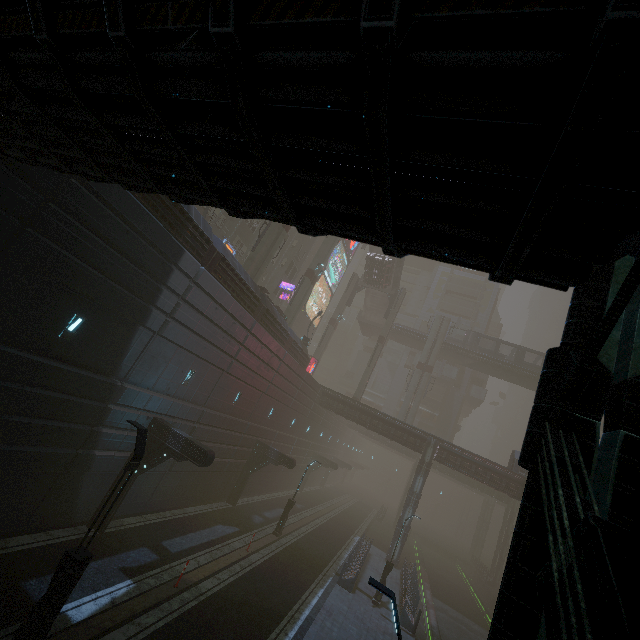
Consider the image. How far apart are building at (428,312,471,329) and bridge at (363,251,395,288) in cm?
1754

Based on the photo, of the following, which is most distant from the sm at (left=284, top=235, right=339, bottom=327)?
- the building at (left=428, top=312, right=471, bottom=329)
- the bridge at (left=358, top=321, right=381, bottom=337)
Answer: the building at (left=428, top=312, right=471, bottom=329)

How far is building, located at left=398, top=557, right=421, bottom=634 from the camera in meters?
18.8

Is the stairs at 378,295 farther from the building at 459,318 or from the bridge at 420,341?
the building at 459,318

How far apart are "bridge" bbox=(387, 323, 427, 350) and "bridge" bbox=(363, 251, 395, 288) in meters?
7.8 m

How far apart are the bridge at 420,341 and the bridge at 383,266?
7.78m

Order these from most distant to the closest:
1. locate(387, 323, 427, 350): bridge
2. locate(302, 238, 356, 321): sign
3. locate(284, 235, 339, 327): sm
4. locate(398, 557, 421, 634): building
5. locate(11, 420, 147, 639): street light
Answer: locate(302, 238, 356, 321): sign → locate(387, 323, 427, 350): bridge → locate(284, 235, 339, 327): sm → locate(398, 557, 421, 634): building → locate(11, 420, 147, 639): street light

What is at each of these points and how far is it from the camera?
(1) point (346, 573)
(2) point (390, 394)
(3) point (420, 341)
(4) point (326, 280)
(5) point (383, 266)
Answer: (1) building, 21.8m
(2) building, 59.0m
(3) bridge, 49.9m
(4) sign, 52.9m
(5) bridge, 42.8m
